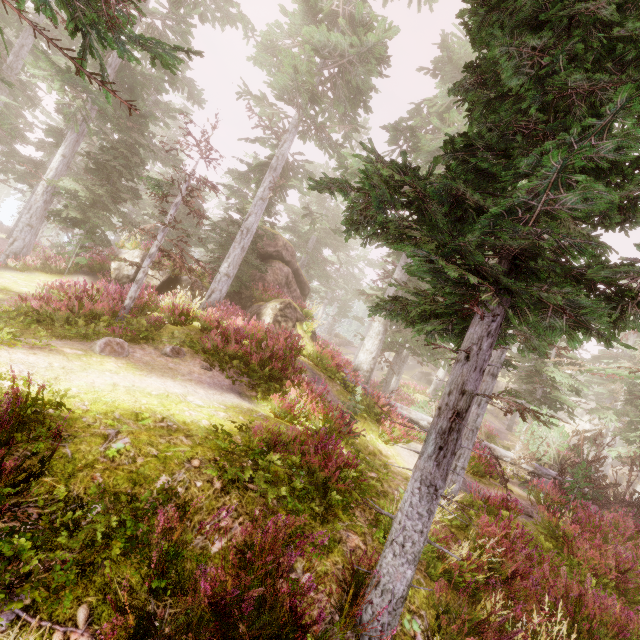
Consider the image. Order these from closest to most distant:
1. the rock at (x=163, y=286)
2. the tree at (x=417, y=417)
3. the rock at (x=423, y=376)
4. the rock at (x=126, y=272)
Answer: the tree at (x=417, y=417) < the rock at (x=126, y=272) < the rock at (x=163, y=286) < the rock at (x=423, y=376)

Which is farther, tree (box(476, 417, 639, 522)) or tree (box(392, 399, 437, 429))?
tree (box(392, 399, 437, 429))

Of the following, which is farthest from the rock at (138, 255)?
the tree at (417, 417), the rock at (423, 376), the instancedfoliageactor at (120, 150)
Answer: the rock at (423, 376)

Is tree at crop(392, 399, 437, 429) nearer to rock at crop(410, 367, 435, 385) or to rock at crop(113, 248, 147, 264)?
rock at crop(113, 248, 147, 264)

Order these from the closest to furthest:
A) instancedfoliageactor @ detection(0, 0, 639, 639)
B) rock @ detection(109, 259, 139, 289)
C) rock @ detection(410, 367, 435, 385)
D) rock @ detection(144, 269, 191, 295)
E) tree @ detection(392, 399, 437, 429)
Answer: instancedfoliageactor @ detection(0, 0, 639, 639) → tree @ detection(392, 399, 437, 429) → rock @ detection(109, 259, 139, 289) → rock @ detection(144, 269, 191, 295) → rock @ detection(410, 367, 435, 385)

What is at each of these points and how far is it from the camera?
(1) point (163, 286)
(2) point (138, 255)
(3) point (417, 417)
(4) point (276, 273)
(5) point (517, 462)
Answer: (1) rock, 15.9m
(2) rock, 15.3m
(3) tree, 12.9m
(4) rock, 19.2m
(5) tree, 13.2m

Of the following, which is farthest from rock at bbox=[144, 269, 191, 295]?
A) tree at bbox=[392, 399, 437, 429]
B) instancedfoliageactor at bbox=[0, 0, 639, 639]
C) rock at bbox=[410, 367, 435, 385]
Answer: rock at bbox=[410, 367, 435, 385]
